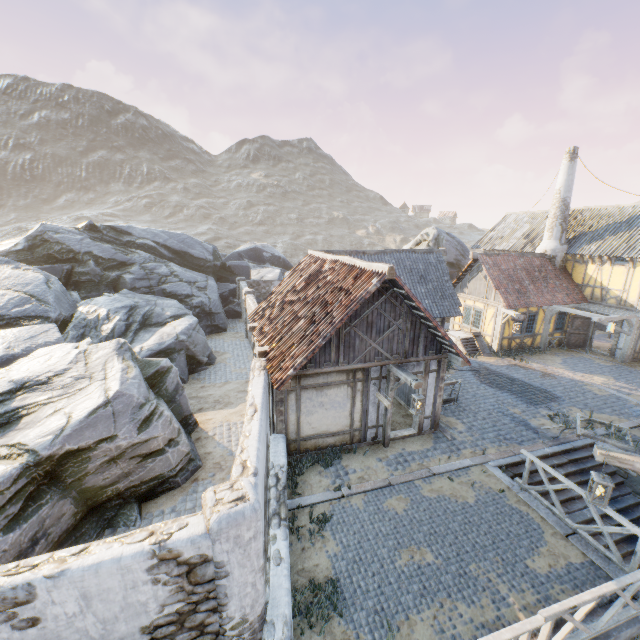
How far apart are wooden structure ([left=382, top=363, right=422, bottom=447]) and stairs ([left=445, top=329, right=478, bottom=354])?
10.65m

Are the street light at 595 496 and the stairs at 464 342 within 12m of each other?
no

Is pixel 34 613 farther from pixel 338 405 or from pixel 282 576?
pixel 338 405

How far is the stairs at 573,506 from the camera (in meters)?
9.39

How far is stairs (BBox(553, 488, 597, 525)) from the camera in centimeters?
939cm

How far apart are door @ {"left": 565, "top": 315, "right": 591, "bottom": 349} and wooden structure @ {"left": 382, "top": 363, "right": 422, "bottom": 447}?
16.6 meters

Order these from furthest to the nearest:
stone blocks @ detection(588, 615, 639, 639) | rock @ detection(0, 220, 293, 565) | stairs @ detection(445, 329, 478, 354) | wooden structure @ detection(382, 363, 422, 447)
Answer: stairs @ detection(445, 329, 478, 354)
wooden structure @ detection(382, 363, 422, 447)
rock @ detection(0, 220, 293, 565)
stone blocks @ detection(588, 615, 639, 639)

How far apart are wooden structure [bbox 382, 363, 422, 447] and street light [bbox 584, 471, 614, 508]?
3.7m
